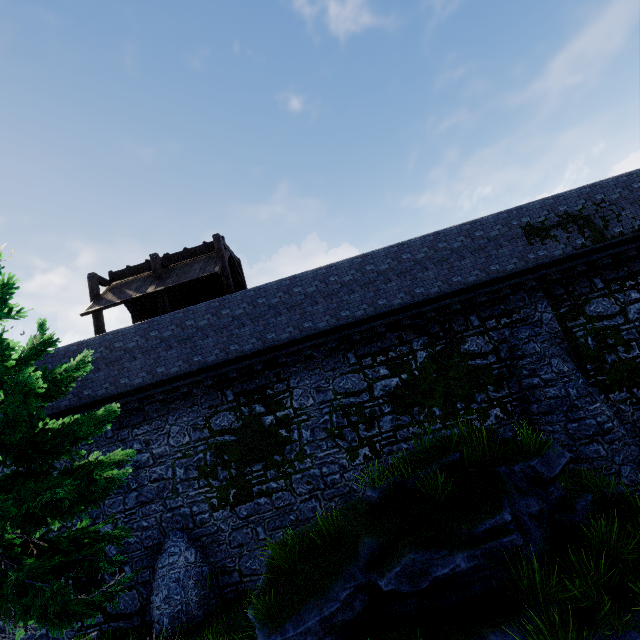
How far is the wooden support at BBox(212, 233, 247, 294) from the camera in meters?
14.0 m

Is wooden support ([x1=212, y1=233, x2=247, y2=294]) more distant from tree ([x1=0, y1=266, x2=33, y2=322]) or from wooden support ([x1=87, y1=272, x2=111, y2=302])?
tree ([x1=0, y1=266, x2=33, y2=322])

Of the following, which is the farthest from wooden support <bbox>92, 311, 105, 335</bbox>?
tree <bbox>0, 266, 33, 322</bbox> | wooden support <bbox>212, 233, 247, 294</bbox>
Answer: tree <bbox>0, 266, 33, 322</bbox>

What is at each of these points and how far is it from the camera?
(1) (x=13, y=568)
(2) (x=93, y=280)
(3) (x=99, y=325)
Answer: (1) tree, 4.62m
(2) wooden support, 14.51m
(3) wooden support, 14.02m

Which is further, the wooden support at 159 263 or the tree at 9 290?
the wooden support at 159 263

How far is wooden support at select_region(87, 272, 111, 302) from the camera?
14.4 meters

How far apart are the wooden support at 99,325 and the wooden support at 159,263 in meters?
2.7

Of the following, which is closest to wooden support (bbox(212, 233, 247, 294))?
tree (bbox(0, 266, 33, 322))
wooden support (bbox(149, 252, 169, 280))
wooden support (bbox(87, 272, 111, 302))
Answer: wooden support (bbox(149, 252, 169, 280))
